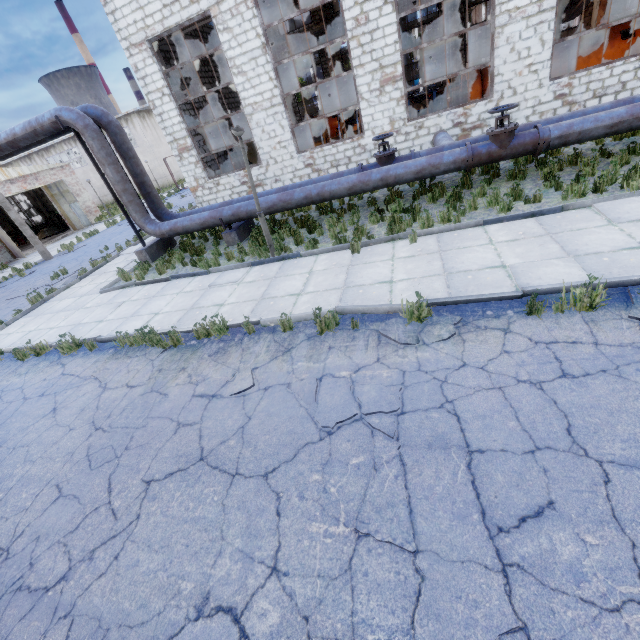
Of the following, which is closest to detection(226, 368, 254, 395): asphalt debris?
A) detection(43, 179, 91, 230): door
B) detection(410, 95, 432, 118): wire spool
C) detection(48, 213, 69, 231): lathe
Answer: detection(410, 95, 432, 118): wire spool

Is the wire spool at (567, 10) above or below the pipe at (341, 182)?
above

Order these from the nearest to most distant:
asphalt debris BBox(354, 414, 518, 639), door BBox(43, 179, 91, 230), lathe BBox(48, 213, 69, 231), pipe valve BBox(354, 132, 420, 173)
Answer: asphalt debris BBox(354, 414, 518, 639), pipe valve BBox(354, 132, 420, 173), door BBox(43, 179, 91, 230), lathe BBox(48, 213, 69, 231)

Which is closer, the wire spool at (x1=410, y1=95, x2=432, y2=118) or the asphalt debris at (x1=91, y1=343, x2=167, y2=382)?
the asphalt debris at (x1=91, y1=343, x2=167, y2=382)

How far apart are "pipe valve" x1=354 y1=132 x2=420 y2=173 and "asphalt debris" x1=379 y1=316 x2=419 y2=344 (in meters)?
6.32

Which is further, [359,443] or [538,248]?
[538,248]

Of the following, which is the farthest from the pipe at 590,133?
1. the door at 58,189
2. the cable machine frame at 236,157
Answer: the door at 58,189

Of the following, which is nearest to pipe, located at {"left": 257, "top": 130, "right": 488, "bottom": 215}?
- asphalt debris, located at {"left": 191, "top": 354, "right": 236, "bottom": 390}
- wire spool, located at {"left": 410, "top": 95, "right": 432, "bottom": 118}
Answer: asphalt debris, located at {"left": 191, "top": 354, "right": 236, "bottom": 390}
